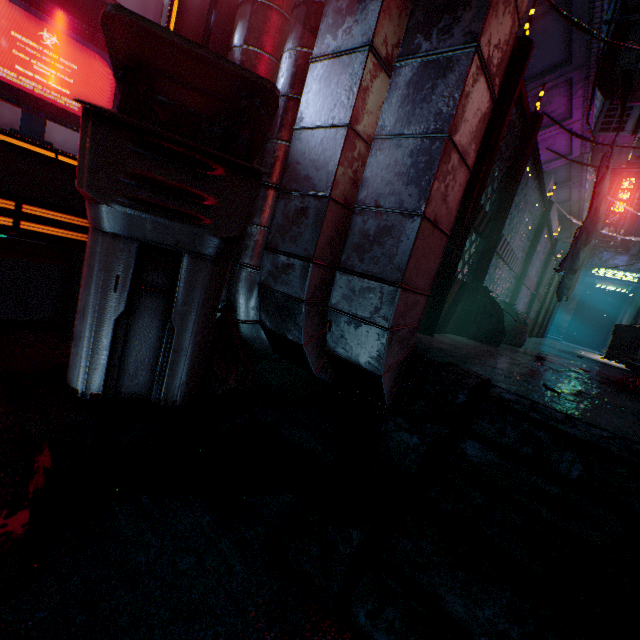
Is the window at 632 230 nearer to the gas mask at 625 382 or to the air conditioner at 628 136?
the air conditioner at 628 136

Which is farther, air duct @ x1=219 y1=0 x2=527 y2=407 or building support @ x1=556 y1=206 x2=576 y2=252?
building support @ x1=556 y1=206 x2=576 y2=252

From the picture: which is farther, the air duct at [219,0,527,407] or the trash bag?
the trash bag

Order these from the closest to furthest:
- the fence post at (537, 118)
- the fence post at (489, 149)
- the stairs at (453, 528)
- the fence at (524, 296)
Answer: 1. the stairs at (453, 528)
2. the fence post at (489, 149)
3. the fence post at (537, 118)
4. the fence at (524, 296)

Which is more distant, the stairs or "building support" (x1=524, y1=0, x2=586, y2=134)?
"building support" (x1=524, y1=0, x2=586, y2=134)

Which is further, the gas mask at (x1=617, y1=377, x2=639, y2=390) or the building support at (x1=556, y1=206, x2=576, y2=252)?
the building support at (x1=556, y1=206, x2=576, y2=252)

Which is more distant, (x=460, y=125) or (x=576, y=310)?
(x=576, y=310)
